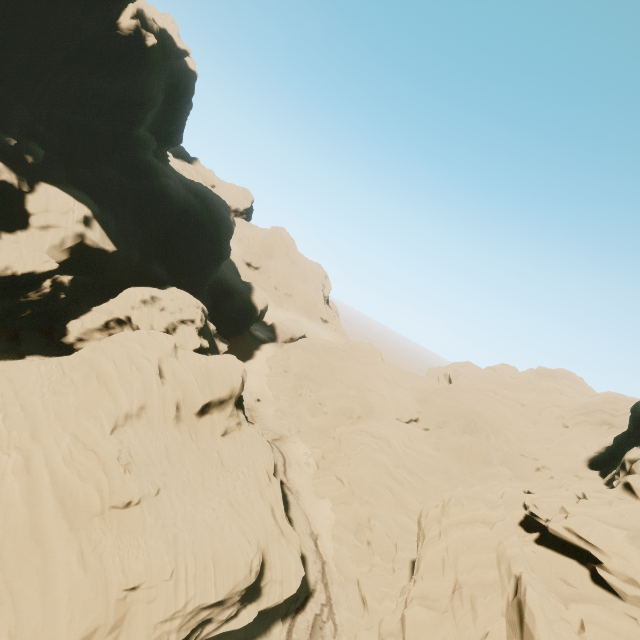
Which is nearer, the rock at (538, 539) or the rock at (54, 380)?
the rock at (538, 539)

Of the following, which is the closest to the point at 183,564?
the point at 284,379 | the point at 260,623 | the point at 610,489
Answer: the point at 260,623

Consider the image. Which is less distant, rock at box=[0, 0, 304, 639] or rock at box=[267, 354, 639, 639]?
rock at box=[267, 354, 639, 639]
